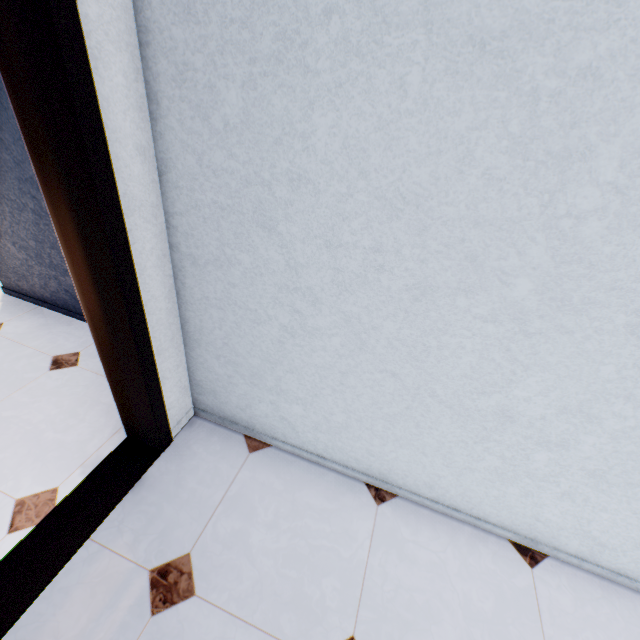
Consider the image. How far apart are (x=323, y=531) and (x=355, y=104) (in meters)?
1.75
